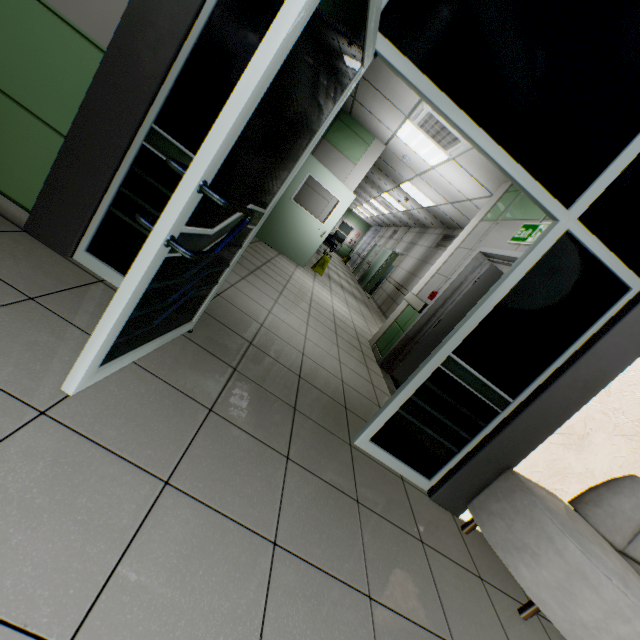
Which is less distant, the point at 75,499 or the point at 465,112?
the point at 75,499

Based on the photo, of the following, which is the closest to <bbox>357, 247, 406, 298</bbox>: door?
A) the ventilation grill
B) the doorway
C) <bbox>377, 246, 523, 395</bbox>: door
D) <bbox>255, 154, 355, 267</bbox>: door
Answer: the ventilation grill

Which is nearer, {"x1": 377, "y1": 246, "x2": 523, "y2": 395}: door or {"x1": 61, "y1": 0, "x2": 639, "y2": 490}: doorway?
{"x1": 61, "y1": 0, "x2": 639, "y2": 490}: doorway

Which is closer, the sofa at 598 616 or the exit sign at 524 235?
the sofa at 598 616

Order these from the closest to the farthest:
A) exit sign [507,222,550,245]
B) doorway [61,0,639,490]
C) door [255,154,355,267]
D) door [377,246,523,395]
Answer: doorway [61,0,639,490] → exit sign [507,222,550,245] → door [377,246,523,395] → door [255,154,355,267]

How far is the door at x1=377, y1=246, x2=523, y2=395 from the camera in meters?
4.3 m

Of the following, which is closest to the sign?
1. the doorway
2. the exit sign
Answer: the exit sign

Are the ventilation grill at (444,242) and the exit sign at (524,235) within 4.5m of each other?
no
